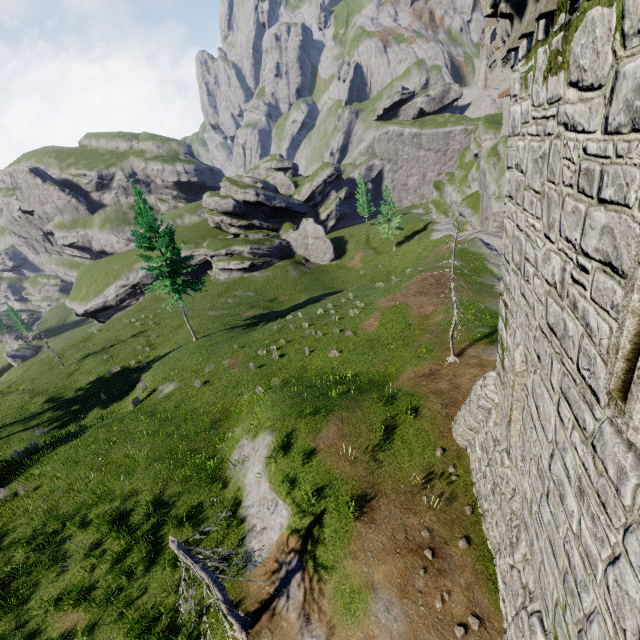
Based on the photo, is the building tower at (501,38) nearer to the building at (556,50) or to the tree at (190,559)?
the building at (556,50)

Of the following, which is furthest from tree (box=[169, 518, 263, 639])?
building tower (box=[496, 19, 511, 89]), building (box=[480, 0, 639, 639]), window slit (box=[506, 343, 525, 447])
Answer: building tower (box=[496, 19, 511, 89])

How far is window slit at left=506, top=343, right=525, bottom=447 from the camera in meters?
6.6

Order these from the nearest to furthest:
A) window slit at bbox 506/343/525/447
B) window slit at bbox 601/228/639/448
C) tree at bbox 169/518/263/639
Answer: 1. window slit at bbox 601/228/639/448
2. window slit at bbox 506/343/525/447
3. tree at bbox 169/518/263/639

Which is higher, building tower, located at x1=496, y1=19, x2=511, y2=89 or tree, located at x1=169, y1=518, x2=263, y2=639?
building tower, located at x1=496, y1=19, x2=511, y2=89

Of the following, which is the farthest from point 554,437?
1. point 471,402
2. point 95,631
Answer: point 95,631

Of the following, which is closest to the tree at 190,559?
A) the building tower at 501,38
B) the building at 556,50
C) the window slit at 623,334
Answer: the building at 556,50

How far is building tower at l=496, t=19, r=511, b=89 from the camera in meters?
39.6 m
